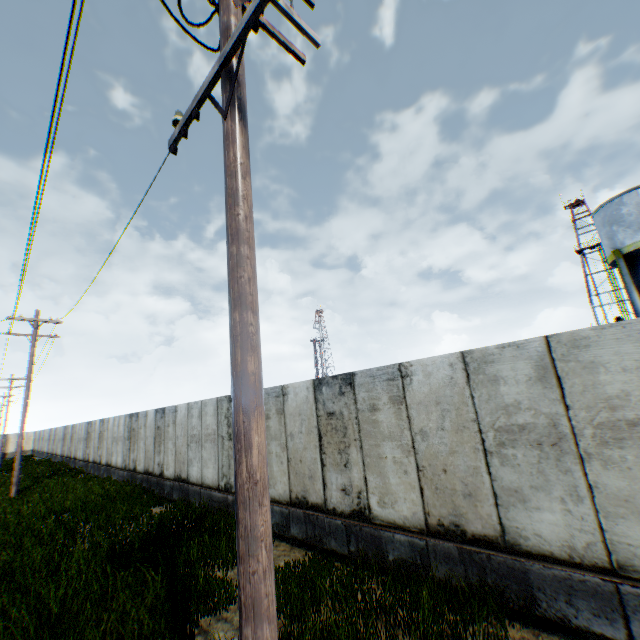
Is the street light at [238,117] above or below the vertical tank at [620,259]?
below

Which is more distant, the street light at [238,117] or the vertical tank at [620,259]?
the vertical tank at [620,259]

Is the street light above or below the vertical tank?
below

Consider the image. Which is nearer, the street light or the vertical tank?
the street light

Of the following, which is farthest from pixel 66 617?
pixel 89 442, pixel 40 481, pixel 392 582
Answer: pixel 89 442
